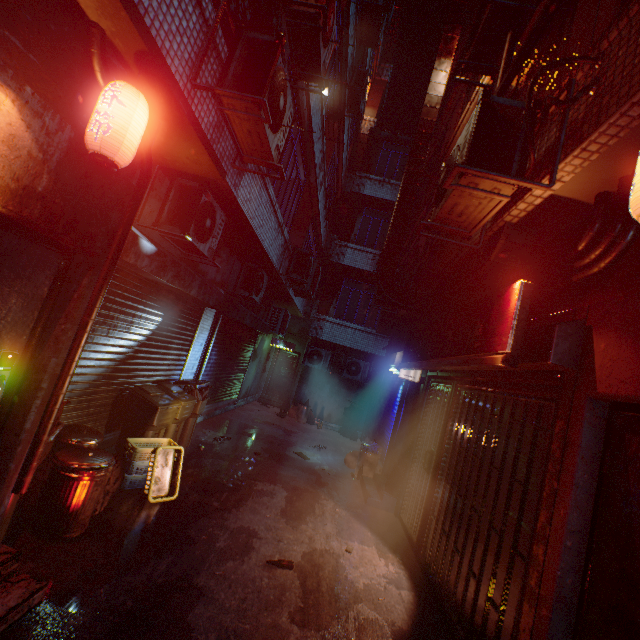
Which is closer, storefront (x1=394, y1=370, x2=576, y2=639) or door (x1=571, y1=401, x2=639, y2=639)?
door (x1=571, y1=401, x2=639, y2=639)

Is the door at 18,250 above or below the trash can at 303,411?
above

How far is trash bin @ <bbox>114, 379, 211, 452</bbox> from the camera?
4.26m

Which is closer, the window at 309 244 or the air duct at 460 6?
the air duct at 460 6

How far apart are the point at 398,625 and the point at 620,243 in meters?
3.6

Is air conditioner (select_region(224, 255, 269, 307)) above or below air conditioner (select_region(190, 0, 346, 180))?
below

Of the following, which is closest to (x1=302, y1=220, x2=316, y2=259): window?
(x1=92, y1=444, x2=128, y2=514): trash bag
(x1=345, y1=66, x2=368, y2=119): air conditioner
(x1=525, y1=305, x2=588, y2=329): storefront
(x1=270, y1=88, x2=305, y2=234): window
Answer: (x1=270, y1=88, x2=305, y2=234): window

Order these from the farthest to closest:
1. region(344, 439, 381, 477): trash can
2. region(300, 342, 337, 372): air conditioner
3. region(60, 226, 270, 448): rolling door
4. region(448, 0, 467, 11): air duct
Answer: region(300, 342, 337, 372): air conditioner, region(344, 439, 381, 477): trash can, region(448, 0, 467, 11): air duct, region(60, 226, 270, 448): rolling door
